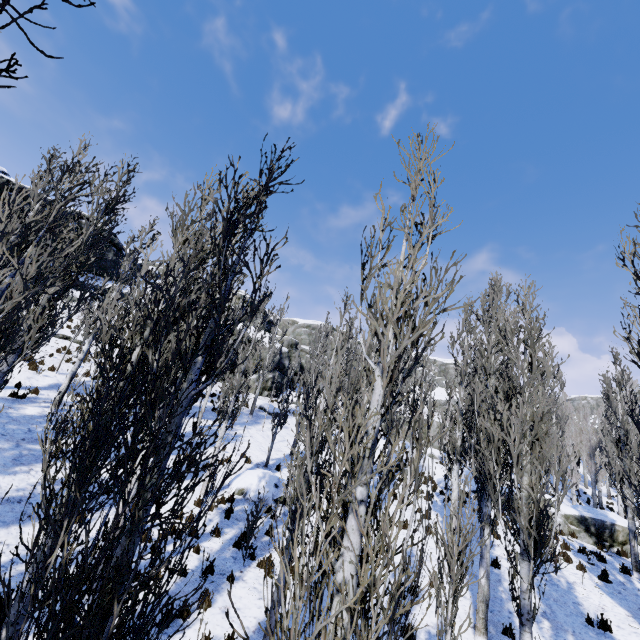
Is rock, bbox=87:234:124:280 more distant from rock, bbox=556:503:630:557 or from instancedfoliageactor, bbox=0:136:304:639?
rock, bbox=556:503:630:557

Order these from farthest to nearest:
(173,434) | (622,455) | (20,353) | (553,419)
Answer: (553,419)
(622,455)
(20,353)
(173,434)

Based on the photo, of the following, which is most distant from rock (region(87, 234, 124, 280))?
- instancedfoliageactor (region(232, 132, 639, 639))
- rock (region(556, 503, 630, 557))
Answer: rock (region(556, 503, 630, 557))

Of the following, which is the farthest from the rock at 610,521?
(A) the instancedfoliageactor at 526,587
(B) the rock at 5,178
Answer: (B) the rock at 5,178
